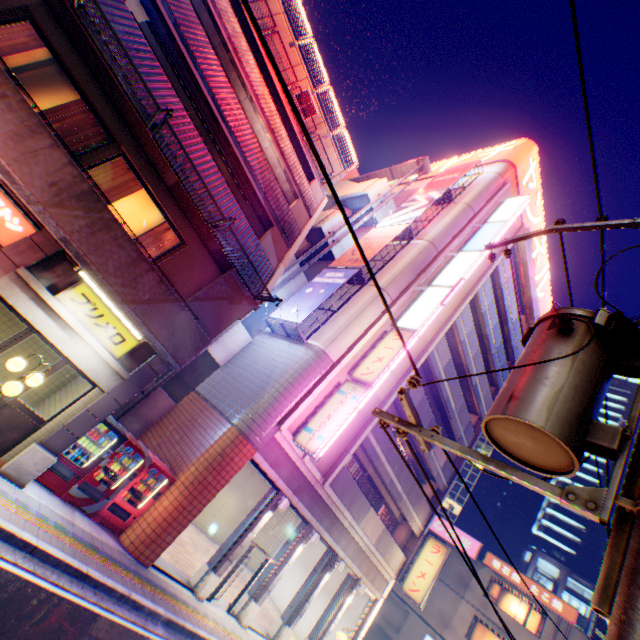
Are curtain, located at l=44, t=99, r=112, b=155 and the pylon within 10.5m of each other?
yes

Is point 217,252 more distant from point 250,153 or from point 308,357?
point 308,357

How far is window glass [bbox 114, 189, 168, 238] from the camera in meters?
9.2

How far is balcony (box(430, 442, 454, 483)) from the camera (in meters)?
19.91

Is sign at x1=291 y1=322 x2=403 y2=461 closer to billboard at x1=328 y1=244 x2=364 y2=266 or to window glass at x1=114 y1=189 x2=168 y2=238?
billboard at x1=328 y1=244 x2=364 y2=266

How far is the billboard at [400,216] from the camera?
17.4 meters

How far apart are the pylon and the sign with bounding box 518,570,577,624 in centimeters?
2902cm

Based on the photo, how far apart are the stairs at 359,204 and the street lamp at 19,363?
18.7 meters
